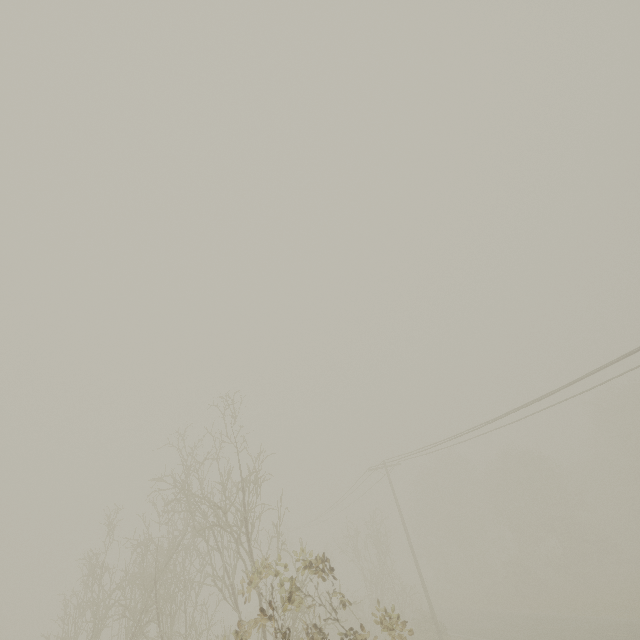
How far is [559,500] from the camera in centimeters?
3897cm
